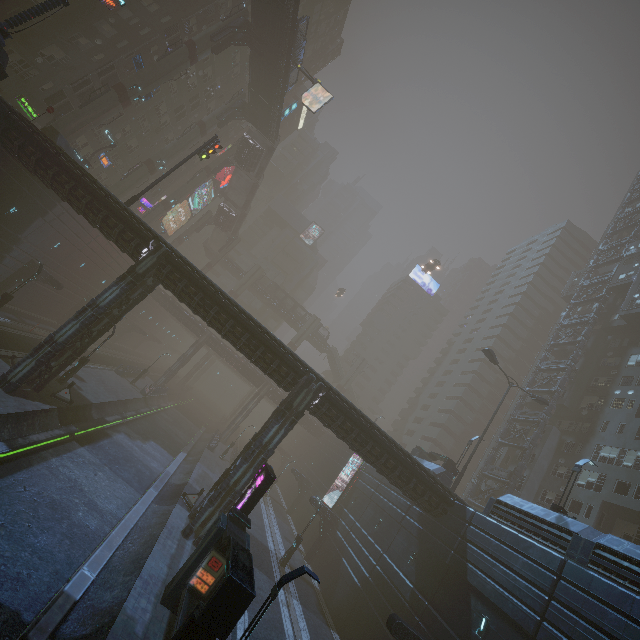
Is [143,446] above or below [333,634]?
below

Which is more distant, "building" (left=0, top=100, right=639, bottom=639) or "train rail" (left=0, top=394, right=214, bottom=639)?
"building" (left=0, top=100, right=639, bottom=639)

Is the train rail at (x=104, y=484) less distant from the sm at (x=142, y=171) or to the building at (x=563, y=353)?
the building at (x=563, y=353)

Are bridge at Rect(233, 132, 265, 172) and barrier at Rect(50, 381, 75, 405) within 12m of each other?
no

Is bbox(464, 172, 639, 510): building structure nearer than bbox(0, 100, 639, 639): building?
No

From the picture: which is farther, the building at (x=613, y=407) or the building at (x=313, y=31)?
the building at (x=313, y=31)

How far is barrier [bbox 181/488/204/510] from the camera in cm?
2242

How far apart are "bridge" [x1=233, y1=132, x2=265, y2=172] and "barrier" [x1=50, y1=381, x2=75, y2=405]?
40.9m
